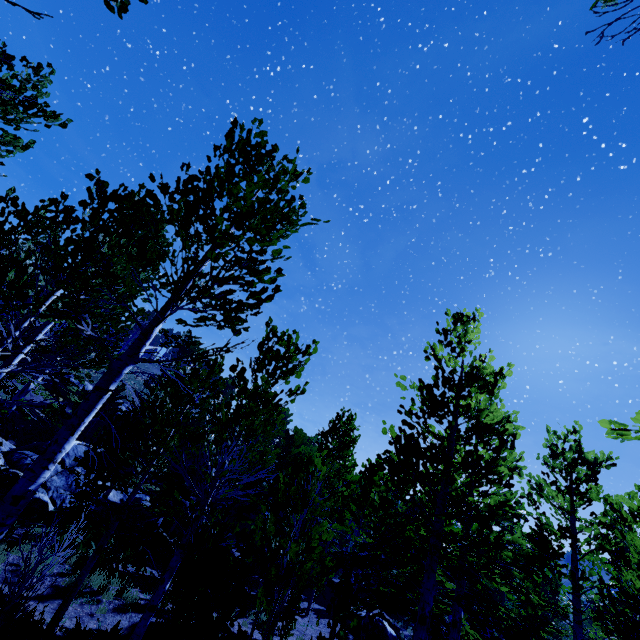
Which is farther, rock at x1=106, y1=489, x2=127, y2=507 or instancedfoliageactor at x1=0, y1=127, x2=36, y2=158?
rock at x1=106, y1=489, x2=127, y2=507

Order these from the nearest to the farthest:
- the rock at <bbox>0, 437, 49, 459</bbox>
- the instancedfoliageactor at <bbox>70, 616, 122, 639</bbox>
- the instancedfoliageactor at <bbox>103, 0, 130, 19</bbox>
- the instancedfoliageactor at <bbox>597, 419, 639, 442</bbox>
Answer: the instancedfoliageactor at <bbox>103, 0, 130, 19</bbox>, the instancedfoliageactor at <bbox>597, 419, 639, 442</bbox>, the instancedfoliageactor at <bbox>70, 616, 122, 639</bbox>, the rock at <bbox>0, 437, 49, 459</bbox>

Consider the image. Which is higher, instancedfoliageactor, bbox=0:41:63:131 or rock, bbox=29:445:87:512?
instancedfoliageactor, bbox=0:41:63:131

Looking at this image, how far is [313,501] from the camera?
7.77m

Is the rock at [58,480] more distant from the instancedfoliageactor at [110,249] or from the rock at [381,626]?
the rock at [381,626]

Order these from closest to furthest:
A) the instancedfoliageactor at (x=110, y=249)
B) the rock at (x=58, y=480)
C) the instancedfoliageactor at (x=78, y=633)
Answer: the instancedfoliageactor at (x=110, y=249) → the instancedfoliageactor at (x=78, y=633) → the rock at (x=58, y=480)

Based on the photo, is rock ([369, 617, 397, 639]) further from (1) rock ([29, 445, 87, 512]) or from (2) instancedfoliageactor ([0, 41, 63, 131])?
(1) rock ([29, 445, 87, 512])
